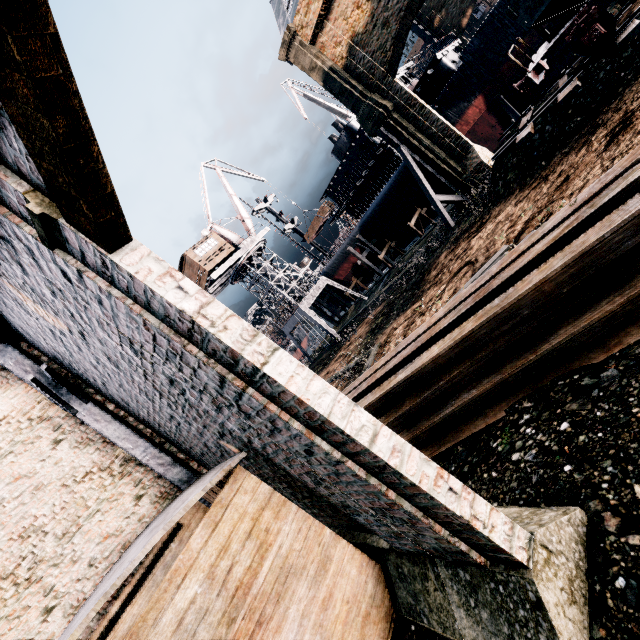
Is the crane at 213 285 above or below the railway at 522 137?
above

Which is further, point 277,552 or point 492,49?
point 492,49

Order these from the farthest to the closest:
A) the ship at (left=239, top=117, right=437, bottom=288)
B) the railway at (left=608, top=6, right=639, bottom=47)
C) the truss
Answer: the ship at (left=239, top=117, right=437, bottom=288) → the railway at (left=608, top=6, right=639, bottom=47) → the truss

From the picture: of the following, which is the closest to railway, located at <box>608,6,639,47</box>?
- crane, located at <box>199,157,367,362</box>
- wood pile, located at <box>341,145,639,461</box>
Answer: wood pile, located at <box>341,145,639,461</box>

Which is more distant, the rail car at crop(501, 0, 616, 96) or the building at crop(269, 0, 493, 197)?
the building at crop(269, 0, 493, 197)

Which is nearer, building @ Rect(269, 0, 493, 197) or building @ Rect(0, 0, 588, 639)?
building @ Rect(0, 0, 588, 639)

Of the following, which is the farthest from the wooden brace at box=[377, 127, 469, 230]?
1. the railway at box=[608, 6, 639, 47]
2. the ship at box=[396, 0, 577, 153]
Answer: the ship at box=[396, 0, 577, 153]

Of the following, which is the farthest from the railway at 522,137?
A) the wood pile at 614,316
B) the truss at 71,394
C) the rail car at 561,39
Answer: the truss at 71,394
